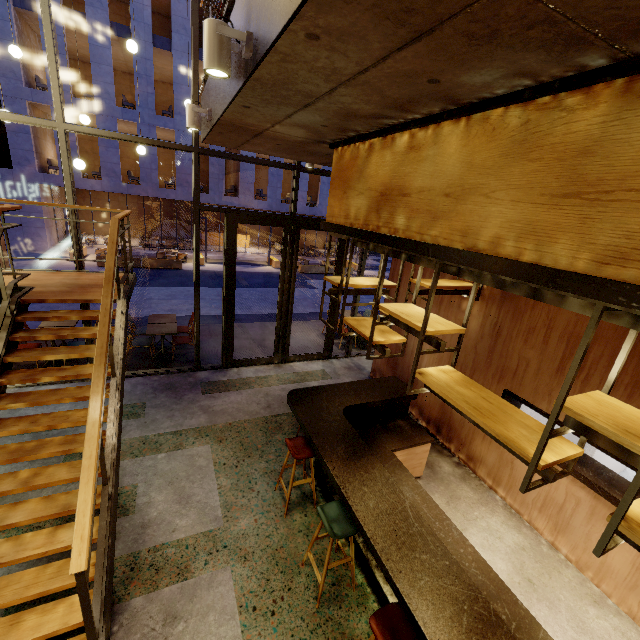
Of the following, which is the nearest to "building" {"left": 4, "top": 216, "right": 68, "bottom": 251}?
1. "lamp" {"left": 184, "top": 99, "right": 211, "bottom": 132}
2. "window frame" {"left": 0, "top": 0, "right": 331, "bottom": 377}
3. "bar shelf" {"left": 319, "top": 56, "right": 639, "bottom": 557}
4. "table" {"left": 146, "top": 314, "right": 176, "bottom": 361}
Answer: "table" {"left": 146, "top": 314, "right": 176, "bottom": 361}

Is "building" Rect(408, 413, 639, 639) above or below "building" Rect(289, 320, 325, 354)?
below

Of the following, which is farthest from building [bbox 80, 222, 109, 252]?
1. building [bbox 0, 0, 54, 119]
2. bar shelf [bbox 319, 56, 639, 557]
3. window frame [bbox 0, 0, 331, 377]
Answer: bar shelf [bbox 319, 56, 639, 557]

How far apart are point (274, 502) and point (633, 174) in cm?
477

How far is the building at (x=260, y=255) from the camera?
24.4 meters

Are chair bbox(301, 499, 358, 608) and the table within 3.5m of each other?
no

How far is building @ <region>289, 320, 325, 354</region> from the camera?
9.2 meters

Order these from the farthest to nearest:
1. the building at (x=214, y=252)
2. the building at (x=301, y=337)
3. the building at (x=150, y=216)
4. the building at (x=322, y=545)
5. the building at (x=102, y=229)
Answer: the building at (x=214, y=252) → the building at (x=102, y=229) → the building at (x=150, y=216) → the building at (x=301, y=337) → the building at (x=322, y=545)
